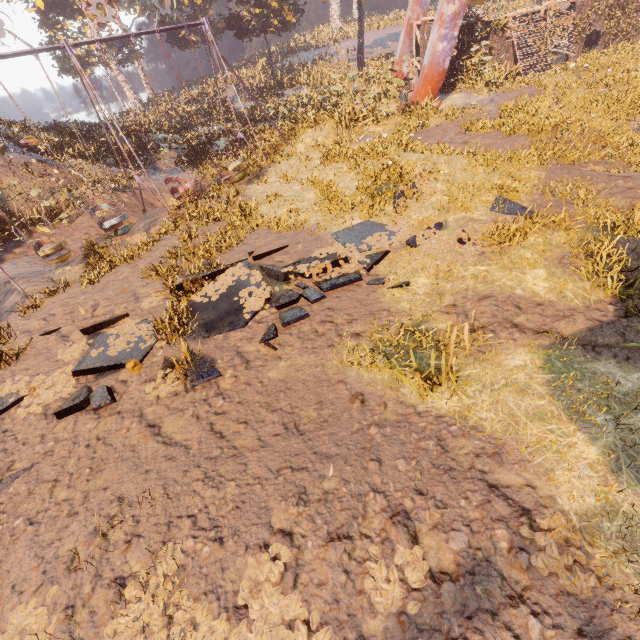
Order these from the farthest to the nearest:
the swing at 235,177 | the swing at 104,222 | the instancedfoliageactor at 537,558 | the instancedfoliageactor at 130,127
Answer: the instancedfoliageactor at 130,127 < the swing at 104,222 < the swing at 235,177 < the instancedfoliageactor at 537,558

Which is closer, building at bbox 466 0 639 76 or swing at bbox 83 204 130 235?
swing at bbox 83 204 130 235

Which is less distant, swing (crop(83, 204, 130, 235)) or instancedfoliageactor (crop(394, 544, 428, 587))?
instancedfoliageactor (crop(394, 544, 428, 587))

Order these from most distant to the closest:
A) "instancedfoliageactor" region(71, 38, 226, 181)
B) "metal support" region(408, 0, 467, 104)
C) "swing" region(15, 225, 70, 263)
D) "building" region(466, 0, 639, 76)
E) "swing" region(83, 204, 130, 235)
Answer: "instancedfoliageactor" region(71, 38, 226, 181) → "building" region(466, 0, 639, 76) → "metal support" region(408, 0, 467, 104) → "swing" region(83, 204, 130, 235) → "swing" region(15, 225, 70, 263)

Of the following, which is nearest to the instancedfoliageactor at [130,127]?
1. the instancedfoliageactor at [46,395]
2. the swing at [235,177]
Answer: the swing at [235,177]

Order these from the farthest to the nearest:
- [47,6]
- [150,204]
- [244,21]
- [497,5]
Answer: [497,5] < [47,6] < [244,21] < [150,204]

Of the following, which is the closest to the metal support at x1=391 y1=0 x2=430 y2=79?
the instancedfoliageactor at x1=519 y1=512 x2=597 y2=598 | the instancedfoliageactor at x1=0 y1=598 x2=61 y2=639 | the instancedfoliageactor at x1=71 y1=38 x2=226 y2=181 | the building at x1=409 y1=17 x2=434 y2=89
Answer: the building at x1=409 y1=17 x2=434 y2=89

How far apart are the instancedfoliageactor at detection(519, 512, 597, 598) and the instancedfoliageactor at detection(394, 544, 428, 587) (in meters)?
1.00
